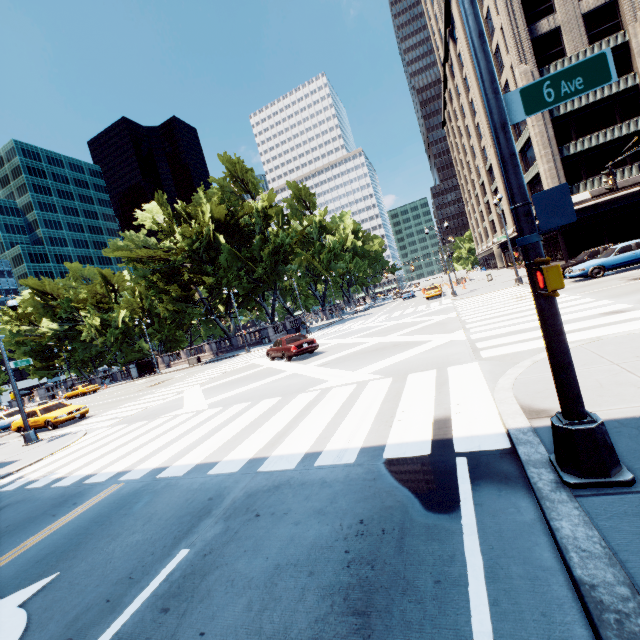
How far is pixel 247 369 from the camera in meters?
21.4 m

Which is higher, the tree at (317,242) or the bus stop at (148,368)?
the tree at (317,242)

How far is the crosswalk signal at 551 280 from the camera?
3.0m

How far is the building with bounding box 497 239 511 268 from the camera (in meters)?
54.56

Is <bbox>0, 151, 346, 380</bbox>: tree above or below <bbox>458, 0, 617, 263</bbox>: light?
above

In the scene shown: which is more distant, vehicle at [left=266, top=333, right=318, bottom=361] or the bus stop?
the bus stop

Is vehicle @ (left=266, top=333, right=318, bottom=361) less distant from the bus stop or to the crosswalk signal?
the crosswalk signal

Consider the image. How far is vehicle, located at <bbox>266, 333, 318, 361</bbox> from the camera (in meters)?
18.39
